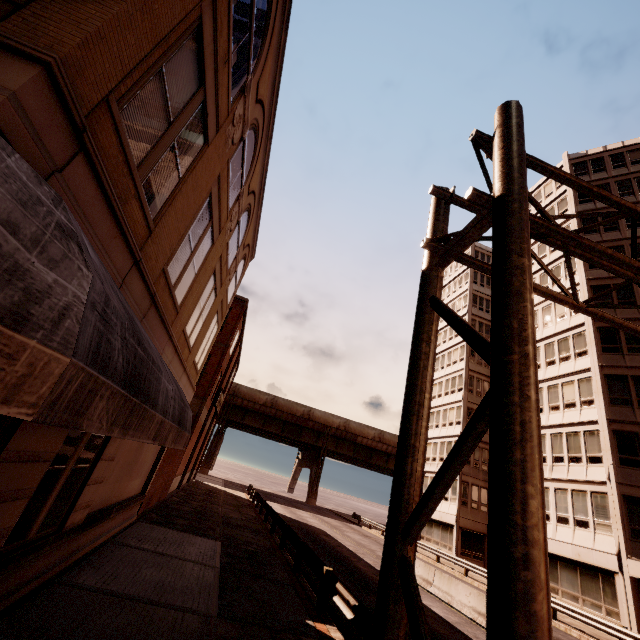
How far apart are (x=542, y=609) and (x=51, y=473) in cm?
686

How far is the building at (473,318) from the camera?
40.03m

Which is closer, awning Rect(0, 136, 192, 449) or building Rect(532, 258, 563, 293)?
awning Rect(0, 136, 192, 449)

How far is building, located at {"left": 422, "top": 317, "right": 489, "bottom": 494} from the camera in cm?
3509

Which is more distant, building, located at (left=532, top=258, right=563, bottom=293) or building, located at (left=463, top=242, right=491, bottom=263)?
building, located at (left=463, top=242, right=491, bottom=263)

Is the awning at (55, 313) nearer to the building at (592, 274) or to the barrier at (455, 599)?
the barrier at (455, 599)

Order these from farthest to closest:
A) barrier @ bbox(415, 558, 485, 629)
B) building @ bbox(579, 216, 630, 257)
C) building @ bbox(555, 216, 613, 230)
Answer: building @ bbox(555, 216, 613, 230) → building @ bbox(579, 216, 630, 257) → barrier @ bbox(415, 558, 485, 629)

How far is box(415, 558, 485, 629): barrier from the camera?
12.8m
